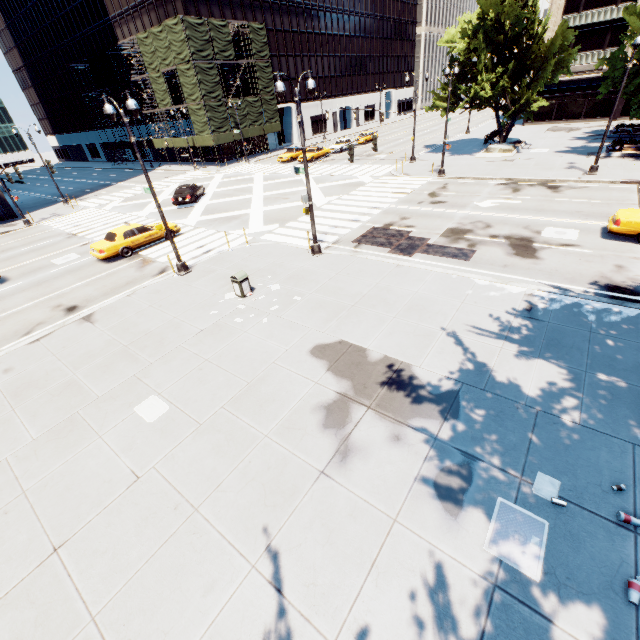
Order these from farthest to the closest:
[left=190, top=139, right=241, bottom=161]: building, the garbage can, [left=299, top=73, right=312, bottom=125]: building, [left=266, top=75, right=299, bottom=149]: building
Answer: [left=299, top=73, right=312, bottom=125]: building < [left=266, top=75, right=299, bottom=149]: building < [left=190, top=139, right=241, bottom=161]: building < the garbage can

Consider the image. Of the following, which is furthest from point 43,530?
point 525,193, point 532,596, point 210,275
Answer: point 525,193

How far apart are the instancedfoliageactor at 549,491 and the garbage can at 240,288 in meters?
10.9

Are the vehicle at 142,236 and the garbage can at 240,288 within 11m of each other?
yes

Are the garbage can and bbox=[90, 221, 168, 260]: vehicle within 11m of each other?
yes

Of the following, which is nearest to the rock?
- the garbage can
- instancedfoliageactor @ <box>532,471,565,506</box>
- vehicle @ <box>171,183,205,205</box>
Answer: vehicle @ <box>171,183,205,205</box>

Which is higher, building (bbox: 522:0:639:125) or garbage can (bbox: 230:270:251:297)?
building (bbox: 522:0:639:125)

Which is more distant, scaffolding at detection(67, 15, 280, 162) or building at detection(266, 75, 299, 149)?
building at detection(266, 75, 299, 149)
